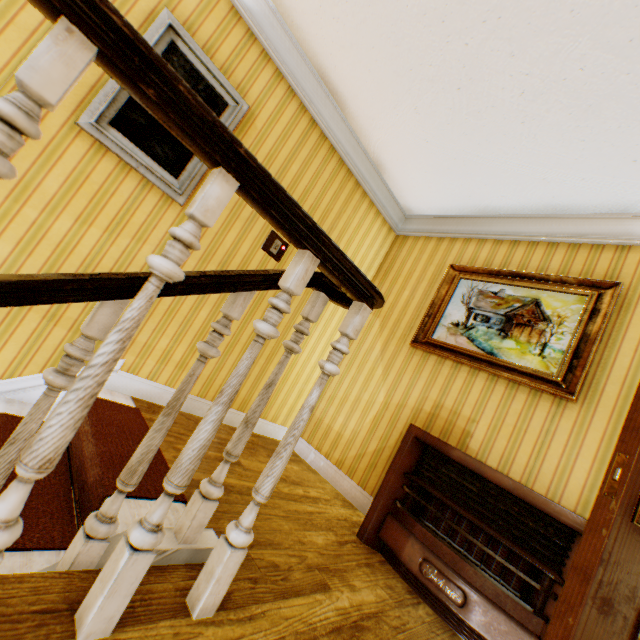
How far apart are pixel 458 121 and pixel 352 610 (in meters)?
3.32

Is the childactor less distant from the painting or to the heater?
the heater

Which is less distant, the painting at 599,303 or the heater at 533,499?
the heater at 533,499

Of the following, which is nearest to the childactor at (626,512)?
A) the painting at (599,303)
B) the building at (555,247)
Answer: the building at (555,247)

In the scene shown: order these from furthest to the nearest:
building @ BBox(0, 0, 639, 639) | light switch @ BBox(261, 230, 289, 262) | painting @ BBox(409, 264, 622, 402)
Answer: light switch @ BBox(261, 230, 289, 262) < painting @ BBox(409, 264, 622, 402) < building @ BBox(0, 0, 639, 639)

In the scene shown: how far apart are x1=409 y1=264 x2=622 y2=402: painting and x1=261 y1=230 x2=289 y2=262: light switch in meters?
1.5

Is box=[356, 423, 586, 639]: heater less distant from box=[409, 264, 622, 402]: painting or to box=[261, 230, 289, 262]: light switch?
box=[409, 264, 622, 402]: painting

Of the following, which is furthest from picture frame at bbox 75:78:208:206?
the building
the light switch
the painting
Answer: the painting
